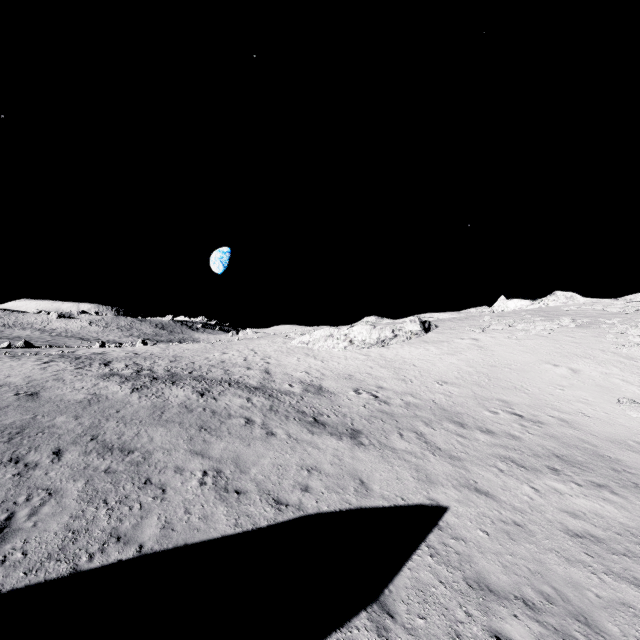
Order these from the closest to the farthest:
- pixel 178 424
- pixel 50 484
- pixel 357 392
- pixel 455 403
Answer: pixel 50 484, pixel 178 424, pixel 455 403, pixel 357 392
